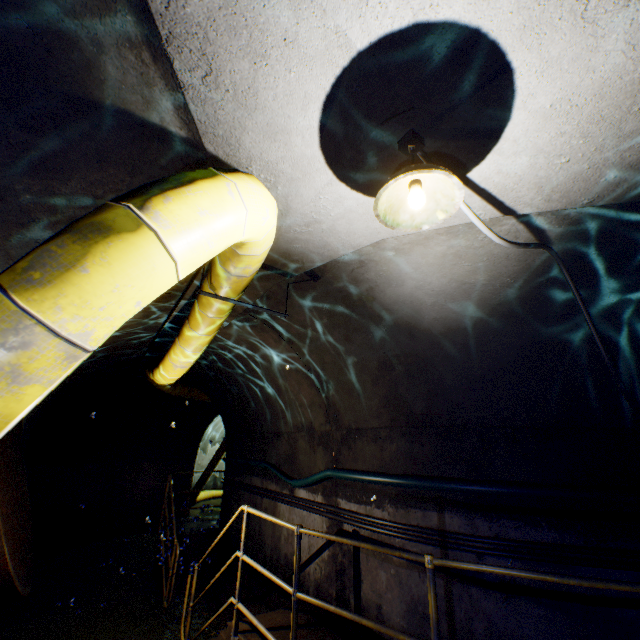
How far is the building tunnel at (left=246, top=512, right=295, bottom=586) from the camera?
5.43m

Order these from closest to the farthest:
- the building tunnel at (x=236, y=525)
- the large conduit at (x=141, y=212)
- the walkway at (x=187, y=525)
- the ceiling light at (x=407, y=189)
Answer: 1. the large conduit at (x=141, y=212)
2. the ceiling light at (x=407, y=189)
3. the building tunnel at (x=236, y=525)
4. the walkway at (x=187, y=525)

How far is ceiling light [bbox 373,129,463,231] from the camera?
1.7 meters

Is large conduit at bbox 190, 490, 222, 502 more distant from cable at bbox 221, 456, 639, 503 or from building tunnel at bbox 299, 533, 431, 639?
cable at bbox 221, 456, 639, 503

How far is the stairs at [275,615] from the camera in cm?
389

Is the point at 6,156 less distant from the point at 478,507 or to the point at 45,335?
the point at 45,335

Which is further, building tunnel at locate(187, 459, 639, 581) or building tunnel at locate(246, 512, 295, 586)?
building tunnel at locate(246, 512, 295, 586)

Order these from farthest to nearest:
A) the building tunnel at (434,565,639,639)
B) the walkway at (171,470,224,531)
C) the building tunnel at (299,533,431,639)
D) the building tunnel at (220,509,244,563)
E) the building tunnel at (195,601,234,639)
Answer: the walkway at (171,470,224,531)
the building tunnel at (220,509,244,563)
the building tunnel at (195,601,234,639)
the building tunnel at (299,533,431,639)
the building tunnel at (434,565,639,639)
